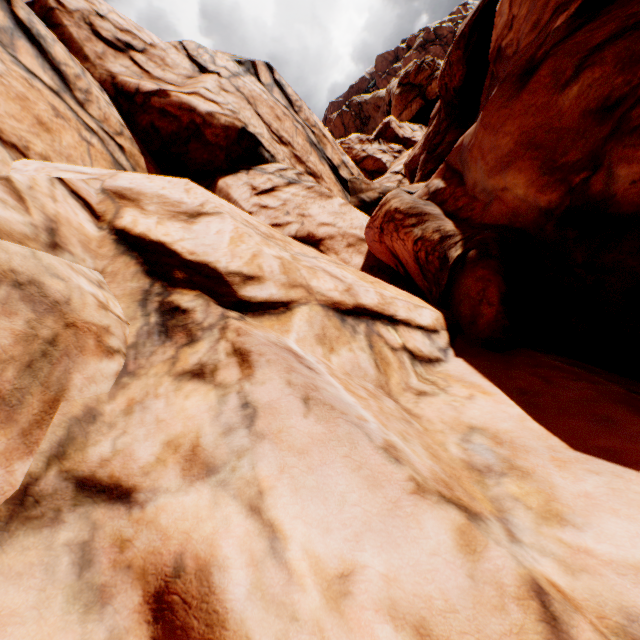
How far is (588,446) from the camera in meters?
3.1 m
